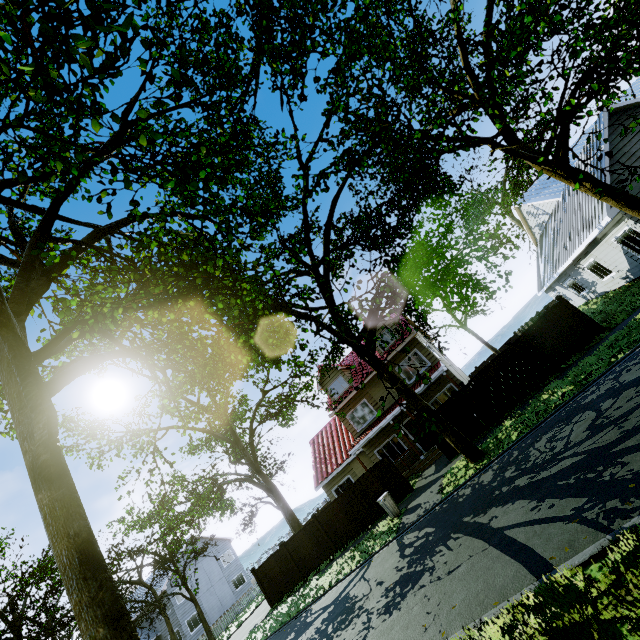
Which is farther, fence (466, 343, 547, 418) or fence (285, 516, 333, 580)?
fence (285, 516, 333, 580)

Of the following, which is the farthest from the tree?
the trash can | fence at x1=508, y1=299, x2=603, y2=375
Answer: the trash can

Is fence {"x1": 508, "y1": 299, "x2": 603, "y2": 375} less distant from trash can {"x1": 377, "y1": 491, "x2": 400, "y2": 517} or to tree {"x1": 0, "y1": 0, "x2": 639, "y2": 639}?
tree {"x1": 0, "y1": 0, "x2": 639, "y2": 639}

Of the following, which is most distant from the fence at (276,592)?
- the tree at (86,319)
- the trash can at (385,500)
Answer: the trash can at (385,500)

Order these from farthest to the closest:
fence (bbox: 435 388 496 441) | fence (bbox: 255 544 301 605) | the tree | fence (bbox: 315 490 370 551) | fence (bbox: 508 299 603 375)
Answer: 1. fence (bbox: 255 544 301 605)
2. fence (bbox: 315 490 370 551)
3. fence (bbox: 435 388 496 441)
4. fence (bbox: 508 299 603 375)
5. the tree

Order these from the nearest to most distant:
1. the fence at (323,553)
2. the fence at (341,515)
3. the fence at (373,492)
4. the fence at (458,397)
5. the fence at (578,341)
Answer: the fence at (578,341)
the fence at (458,397)
the fence at (373,492)
the fence at (341,515)
the fence at (323,553)

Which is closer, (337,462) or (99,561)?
(99,561)

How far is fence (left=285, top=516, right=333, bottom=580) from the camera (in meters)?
17.59
